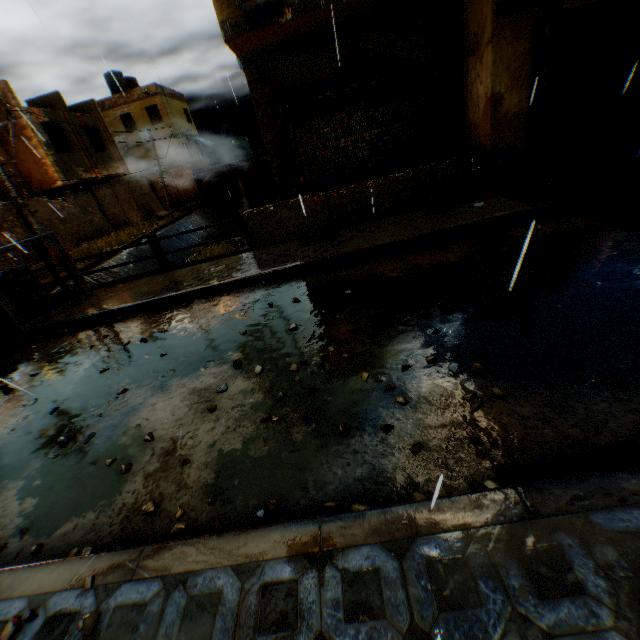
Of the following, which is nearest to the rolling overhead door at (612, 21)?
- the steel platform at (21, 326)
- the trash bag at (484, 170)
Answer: the trash bag at (484, 170)

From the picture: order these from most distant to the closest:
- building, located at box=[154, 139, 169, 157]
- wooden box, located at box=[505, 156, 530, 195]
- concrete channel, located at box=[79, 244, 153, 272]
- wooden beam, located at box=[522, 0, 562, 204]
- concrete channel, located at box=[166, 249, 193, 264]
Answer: building, located at box=[154, 139, 169, 157]
concrete channel, located at box=[166, 249, 193, 264]
concrete channel, located at box=[79, 244, 153, 272]
wooden box, located at box=[505, 156, 530, 195]
wooden beam, located at box=[522, 0, 562, 204]

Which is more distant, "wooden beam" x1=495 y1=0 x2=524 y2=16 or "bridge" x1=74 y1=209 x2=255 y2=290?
"bridge" x1=74 y1=209 x2=255 y2=290

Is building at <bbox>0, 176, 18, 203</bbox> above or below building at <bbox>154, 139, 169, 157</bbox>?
below

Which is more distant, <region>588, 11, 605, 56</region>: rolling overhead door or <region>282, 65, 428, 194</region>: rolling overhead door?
<region>282, 65, 428, 194</region>: rolling overhead door

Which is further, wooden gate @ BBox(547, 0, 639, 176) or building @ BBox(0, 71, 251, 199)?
building @ BBox(0, 71, 251, 199)

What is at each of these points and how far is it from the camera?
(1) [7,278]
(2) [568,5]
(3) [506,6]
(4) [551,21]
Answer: (1) concrete block, 7.39m
(2) building, 5.77m
(3) wooden beam, 5.48m
(4) wooden beam, 4.66m

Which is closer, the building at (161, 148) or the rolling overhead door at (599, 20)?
the rolling overhead door at (599, 20)
